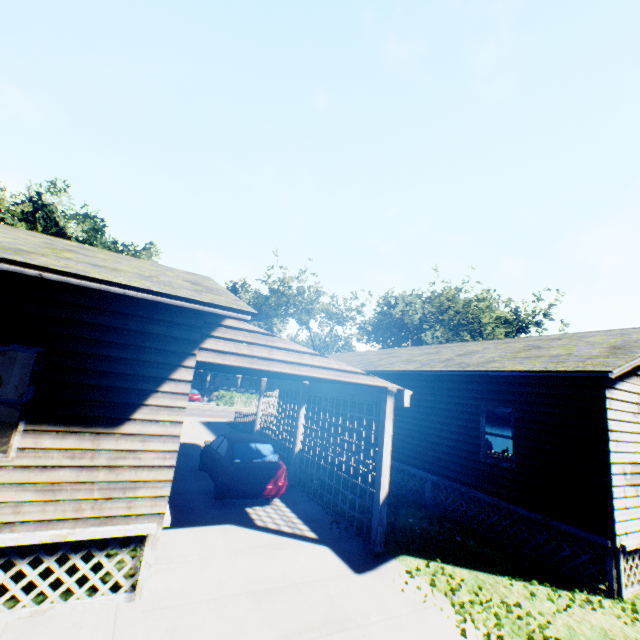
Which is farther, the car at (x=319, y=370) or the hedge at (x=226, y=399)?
the hedge at (x=226, y=399)

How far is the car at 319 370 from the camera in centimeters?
615cm

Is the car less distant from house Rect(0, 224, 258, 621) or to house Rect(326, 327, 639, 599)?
house Rect(0, 224, 258, 621)

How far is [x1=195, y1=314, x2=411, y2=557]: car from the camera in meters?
6.1 m

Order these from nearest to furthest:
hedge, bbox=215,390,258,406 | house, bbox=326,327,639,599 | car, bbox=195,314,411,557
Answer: car, bbox=195,314,411,557
house, bbox=326,327,639,599
hedge, bbox=215,390,258,406

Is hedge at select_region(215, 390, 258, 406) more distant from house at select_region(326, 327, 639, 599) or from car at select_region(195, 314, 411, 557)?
car at select_region(195, 314, 411, 557)

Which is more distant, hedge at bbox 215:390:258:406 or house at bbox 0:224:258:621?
hedge at bbox 215:390:258:406

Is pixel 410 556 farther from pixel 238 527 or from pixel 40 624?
pixel 40 624
